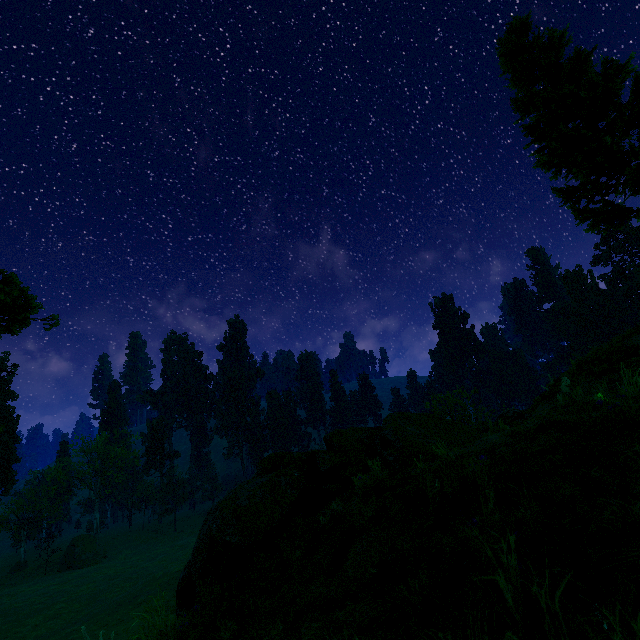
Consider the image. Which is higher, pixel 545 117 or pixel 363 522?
pixel 545 117

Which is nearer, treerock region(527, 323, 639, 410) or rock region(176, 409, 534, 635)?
rock region(176, 409, 534, 635)

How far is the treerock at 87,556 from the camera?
58.0m

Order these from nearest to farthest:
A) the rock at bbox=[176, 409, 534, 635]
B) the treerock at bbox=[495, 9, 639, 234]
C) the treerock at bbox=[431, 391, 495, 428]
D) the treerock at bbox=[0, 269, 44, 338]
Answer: the rock at bbox=[176, 409, 534, 635], the treerock at bbox=[495, 9, 639, 234], the treerock at bbox=[0, 269, 44, 338], the treerock at bbox=[431, 391, 495, 428]

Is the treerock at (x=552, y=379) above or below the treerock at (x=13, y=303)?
below

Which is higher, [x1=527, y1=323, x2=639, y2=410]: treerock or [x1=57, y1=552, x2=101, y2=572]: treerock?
[x1=527, y1=323, x2=639, y2=410]: treerock

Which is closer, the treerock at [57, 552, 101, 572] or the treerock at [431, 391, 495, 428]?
the treerock at [431, 391, 495, 428]

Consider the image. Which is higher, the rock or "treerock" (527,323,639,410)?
"treerock" (527,323,639,410)
